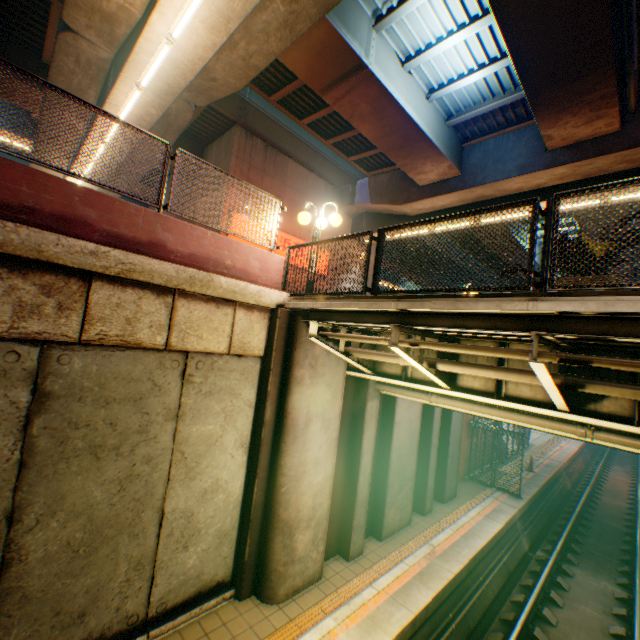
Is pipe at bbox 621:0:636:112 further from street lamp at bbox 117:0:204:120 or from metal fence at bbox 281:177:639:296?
street lamp at bbox 117:0:204:120

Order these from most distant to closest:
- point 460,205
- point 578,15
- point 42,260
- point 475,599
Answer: point 460,205, point 475,599, point 578,15, point 42,260

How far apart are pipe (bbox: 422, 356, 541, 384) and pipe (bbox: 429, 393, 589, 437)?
1.5 meters

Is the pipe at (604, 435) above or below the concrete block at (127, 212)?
below

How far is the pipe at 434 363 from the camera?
4.76m

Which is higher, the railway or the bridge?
the bridge

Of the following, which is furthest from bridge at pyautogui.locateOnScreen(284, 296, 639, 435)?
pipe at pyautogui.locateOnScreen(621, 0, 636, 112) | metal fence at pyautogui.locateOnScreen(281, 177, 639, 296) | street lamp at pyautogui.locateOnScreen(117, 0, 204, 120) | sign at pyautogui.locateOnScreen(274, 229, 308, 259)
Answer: A: sign at pyautogui.locateOnScreen(274, 229, 308, 259)

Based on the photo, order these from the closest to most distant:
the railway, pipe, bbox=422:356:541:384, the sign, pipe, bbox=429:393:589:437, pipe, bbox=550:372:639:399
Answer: pipe, bbox=550:372:639:399 < pipe, bbox=422:356:541:384 < pipe, bbox=429:393:589:437 < the railway < the sign
